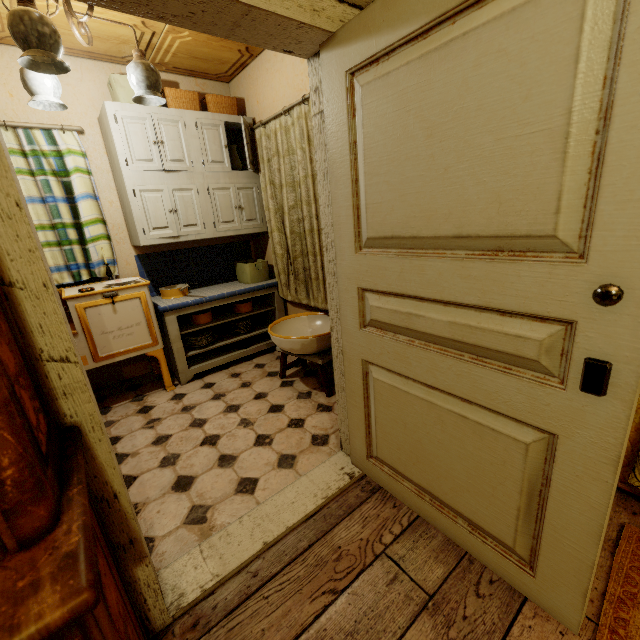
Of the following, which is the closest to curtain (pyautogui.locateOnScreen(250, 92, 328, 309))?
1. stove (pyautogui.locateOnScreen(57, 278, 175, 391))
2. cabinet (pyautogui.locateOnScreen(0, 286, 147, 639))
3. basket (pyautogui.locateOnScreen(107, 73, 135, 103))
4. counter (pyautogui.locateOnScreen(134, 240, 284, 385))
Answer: counter (pyautogui.locateOnScreen(134, 240, 284, 385))

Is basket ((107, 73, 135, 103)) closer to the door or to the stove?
the stove

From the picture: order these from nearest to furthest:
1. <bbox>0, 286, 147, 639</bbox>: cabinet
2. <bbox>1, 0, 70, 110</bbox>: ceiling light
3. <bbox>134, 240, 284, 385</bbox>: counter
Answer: <bbox>0, 286, 147, 639</bbox>: cabinet → <bbox>1, 0, 70, 110</bbox>: ceiling light → <bbox>134, 240, 284, 385</bbox>: counter

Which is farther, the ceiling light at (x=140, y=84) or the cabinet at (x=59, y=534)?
the ceiling light at (x=140, y=84)

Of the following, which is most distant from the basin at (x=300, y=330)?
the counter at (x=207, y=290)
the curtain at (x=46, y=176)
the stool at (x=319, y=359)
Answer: the curtain at (x=46, y=176)

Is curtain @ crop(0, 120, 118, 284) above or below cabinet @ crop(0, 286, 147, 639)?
above

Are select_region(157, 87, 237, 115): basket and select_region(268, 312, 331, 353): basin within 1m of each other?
no

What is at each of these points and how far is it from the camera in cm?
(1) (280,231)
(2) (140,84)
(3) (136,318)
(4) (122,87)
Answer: (1) curtain, 333
(2) ceiling light, 200
(3) stove, 279
(4) basket, 263
